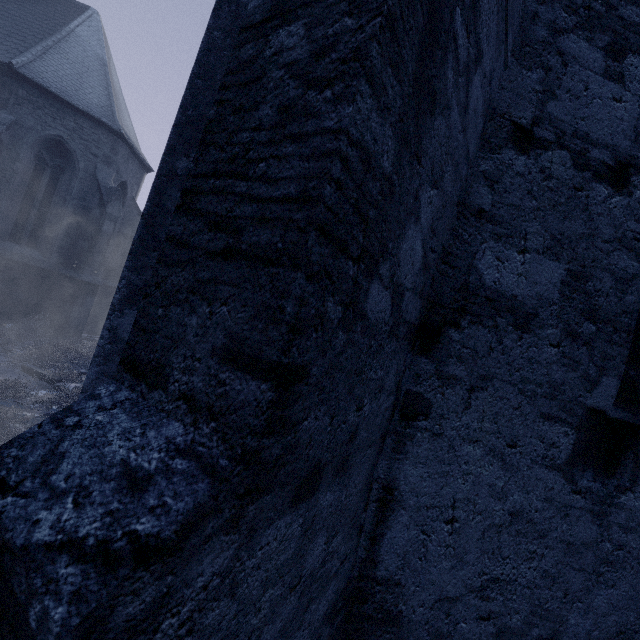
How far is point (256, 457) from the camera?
0.8 meters

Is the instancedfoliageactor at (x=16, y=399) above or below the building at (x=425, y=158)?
below

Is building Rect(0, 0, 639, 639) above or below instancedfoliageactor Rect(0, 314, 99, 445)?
above

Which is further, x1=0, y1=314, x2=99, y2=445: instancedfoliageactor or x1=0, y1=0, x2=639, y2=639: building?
x1=0, y1=314, x2=99, y2=445: instancedfoliageactor

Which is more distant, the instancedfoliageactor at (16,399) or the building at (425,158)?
the instancedfoliageactor at (16,399)
